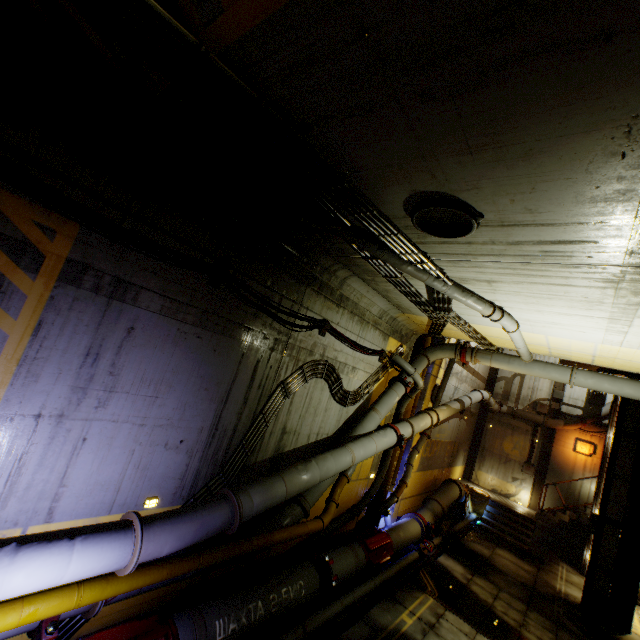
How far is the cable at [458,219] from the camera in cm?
363

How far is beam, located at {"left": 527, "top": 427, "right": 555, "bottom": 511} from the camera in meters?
17.2

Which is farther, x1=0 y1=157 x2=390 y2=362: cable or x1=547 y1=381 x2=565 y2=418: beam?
x1=547 y1=381 x2=565 y2=418: beam

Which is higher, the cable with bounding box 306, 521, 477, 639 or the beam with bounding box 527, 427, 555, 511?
the beam with bounding box 527, 427, 555, 511

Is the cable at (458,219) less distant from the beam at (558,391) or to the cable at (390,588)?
the cable at (390,588)

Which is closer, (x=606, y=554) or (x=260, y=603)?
(x=260, y=603)

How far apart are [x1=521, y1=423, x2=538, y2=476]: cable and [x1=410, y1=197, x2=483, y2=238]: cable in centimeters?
1871cm

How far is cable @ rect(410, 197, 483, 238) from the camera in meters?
3.6
